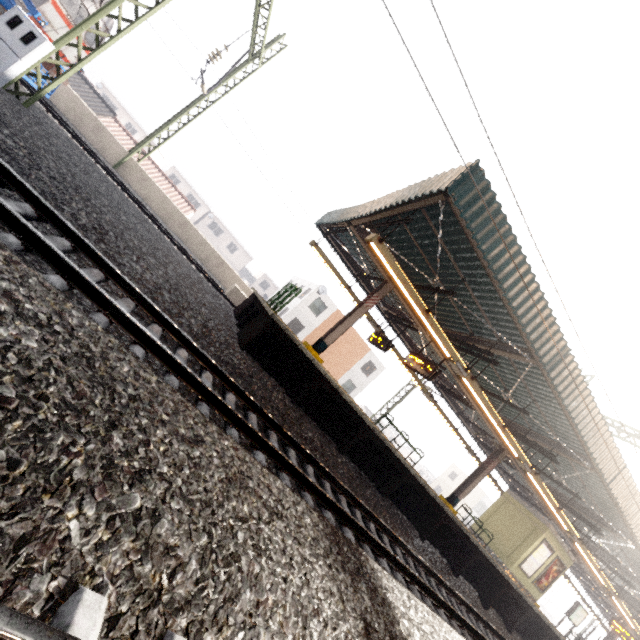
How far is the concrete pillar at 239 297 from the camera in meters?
14.7

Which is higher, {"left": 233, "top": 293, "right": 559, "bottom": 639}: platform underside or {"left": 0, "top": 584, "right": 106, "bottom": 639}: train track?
{"left": 233, "top": 293, "right": 559, "bottom": 639}: platform underside

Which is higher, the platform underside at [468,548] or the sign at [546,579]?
the sign at [546,579]

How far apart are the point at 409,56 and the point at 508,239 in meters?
4.0

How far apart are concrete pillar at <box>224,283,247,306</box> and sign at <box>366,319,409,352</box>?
5.5 meters

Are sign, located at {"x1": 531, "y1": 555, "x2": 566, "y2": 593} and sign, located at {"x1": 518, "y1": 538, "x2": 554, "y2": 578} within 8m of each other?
yes

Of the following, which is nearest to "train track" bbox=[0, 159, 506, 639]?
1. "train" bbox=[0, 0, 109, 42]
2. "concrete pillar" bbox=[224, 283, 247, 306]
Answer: "train" bbox=[0, 0, 109, 42]

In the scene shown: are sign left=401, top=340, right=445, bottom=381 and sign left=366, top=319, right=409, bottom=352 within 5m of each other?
yes
